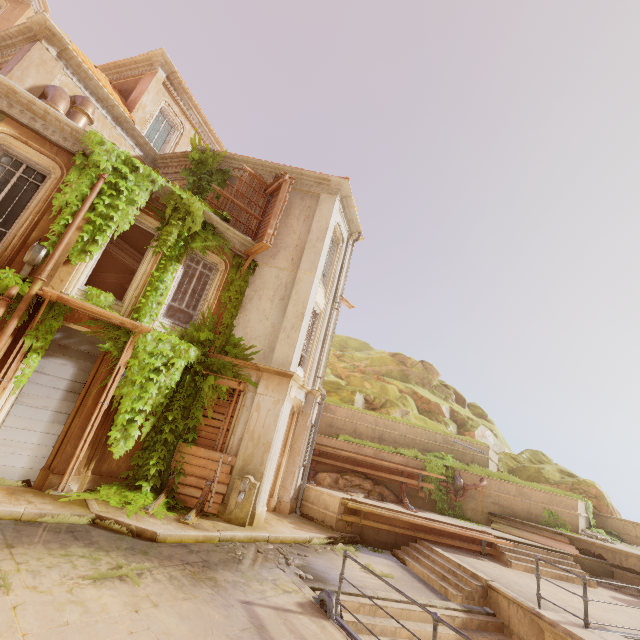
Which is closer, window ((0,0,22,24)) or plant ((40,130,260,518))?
plant ((40,130,260,518))

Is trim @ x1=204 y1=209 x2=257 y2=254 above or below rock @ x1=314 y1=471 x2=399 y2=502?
above

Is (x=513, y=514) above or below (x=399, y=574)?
above

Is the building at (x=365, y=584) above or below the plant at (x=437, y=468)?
below

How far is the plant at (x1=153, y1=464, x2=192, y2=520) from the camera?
8.28m

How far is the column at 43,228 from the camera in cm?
780

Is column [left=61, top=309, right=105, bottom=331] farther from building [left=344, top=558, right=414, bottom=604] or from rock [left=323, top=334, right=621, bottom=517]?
rock [left=323, top=334, right=621, bottom=517]

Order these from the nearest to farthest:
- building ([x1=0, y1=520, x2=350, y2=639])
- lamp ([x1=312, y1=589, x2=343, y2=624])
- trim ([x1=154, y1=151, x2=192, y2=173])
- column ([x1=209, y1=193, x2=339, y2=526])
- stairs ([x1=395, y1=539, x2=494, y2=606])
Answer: building ([x1=0, y1=520, x2=350, y2=639]) → lamp ([x1=312, y1=589, x2=343, y2=624]) → stairs ([x1=395, y1=539, x2=494, y2=606]) → column ([x1=209, y1=193, x2=339, y2=526]) → trim ([x1=154, y1=151, x2=192, y2=173])
